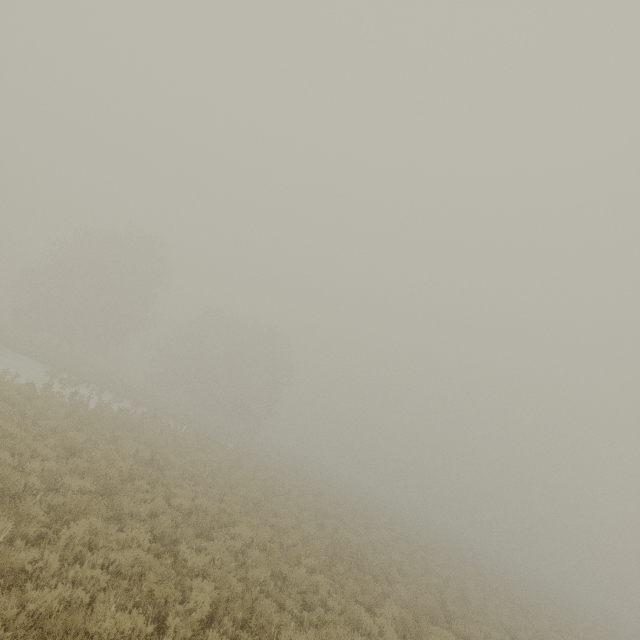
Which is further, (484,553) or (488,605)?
(484,553)
